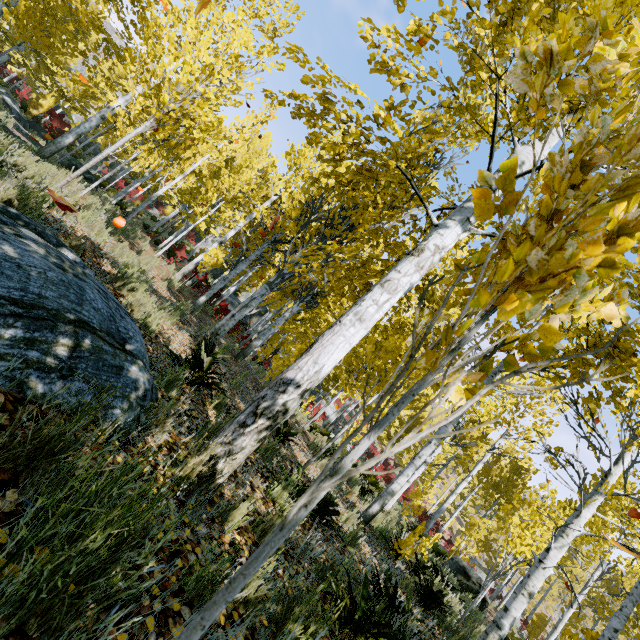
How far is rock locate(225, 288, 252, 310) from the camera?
32.8m

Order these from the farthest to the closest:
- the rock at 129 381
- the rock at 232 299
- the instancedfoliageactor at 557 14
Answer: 1. the rock at 232 299
2. the rock at 129 381
3. the instancedfoliageactor at 557 14

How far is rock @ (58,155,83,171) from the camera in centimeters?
1331cm

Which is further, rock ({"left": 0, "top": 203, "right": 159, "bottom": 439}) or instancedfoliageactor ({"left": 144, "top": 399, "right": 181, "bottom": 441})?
instancedfoliageactor ({"left": 144, "top": 399, "right": 181, "bottom": 441})

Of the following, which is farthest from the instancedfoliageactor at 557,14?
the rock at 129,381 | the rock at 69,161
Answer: the rock at 69,161

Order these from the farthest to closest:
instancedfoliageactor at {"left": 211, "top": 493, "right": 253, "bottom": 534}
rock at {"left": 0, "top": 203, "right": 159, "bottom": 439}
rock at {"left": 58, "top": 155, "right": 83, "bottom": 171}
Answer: rock at {"left": 58, "top": 155, "right": 83, "bottom": 171} → instancedfoliageactor at {"left": 211, "top": 493, "right": 253, "bottom": 534} → rock at {"left": 0, "top": 203, "right": 159, "bottom": 439}

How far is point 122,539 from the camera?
1.2 meters
